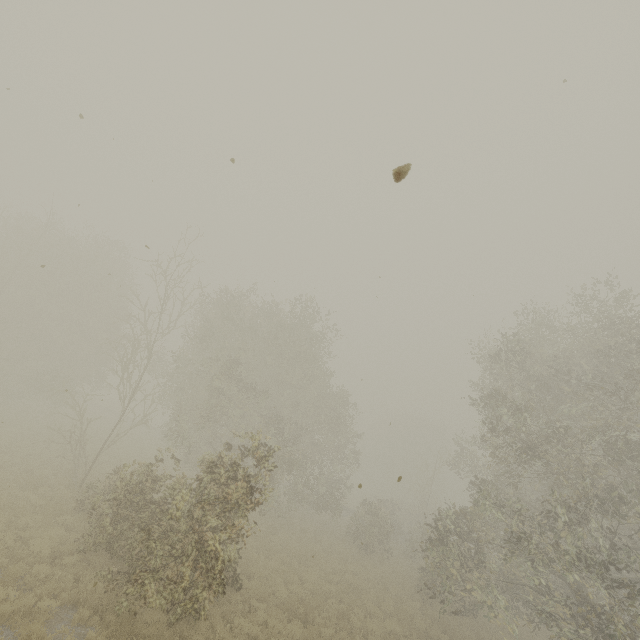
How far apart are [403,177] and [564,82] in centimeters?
669cm
